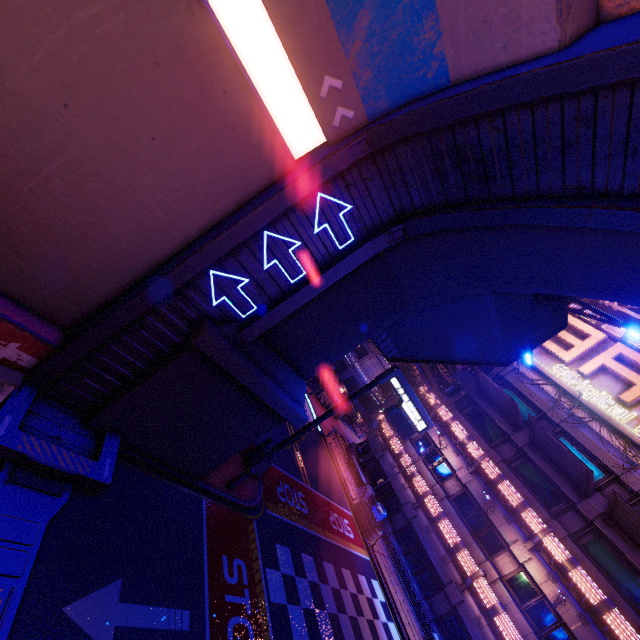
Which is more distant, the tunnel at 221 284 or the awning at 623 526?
the awning at 623 526

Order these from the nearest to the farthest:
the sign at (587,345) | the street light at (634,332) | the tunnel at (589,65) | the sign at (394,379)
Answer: the tunnel at (589,65) → the street light at (634,332) → the sign at (394,379) → the sign at (587,345)

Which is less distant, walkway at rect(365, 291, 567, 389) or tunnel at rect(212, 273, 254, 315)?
tunnel at rect(212, 273, 254, 315)

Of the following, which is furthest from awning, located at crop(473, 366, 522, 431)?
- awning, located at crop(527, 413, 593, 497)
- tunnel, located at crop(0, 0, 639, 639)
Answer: tunnel, located at crop(0, 0, 639, 639)

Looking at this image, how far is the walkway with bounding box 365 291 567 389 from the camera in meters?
10.5 m

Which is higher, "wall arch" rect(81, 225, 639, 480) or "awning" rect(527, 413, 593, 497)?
"awning" rect(527, 413, 593, 497)

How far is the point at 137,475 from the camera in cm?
831

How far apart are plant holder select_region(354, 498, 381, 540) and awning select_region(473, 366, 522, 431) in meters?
11.5
